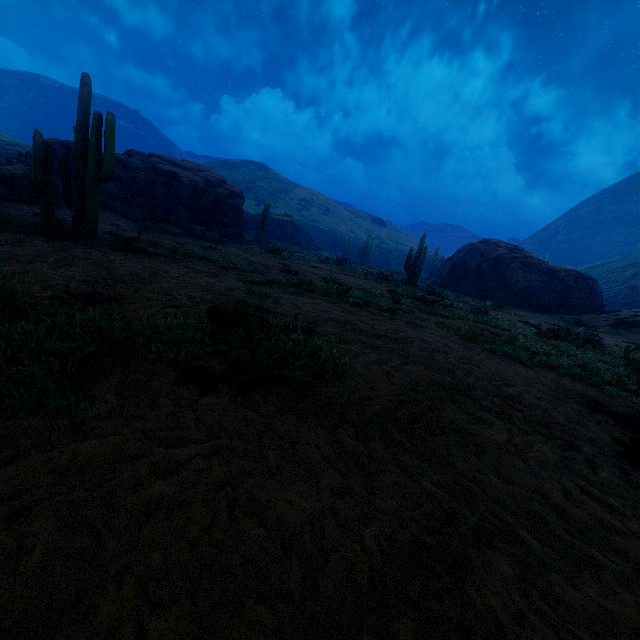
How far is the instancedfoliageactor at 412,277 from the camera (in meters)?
17.50

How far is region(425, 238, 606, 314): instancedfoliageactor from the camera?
20.64m

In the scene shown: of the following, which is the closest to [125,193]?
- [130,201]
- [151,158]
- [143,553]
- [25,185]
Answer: [130,201]

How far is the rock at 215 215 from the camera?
17.5m

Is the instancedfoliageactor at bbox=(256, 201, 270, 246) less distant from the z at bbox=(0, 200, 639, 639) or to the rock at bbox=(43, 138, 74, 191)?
the rock at bbox=(43, 138, 74, 191)

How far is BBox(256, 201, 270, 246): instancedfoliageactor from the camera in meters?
24.7 m

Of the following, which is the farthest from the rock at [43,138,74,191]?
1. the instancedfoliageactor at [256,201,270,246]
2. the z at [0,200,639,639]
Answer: the z at [0,200,639,639]

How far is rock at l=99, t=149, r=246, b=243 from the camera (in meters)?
17.53
